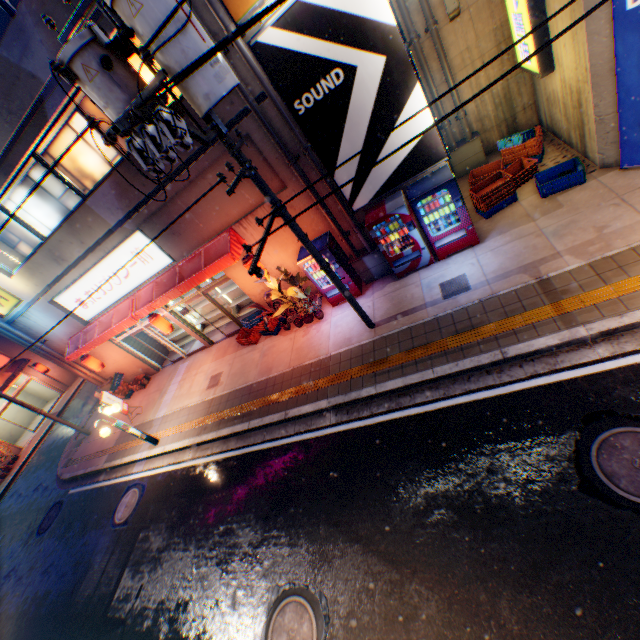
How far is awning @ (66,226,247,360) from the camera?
9.78m

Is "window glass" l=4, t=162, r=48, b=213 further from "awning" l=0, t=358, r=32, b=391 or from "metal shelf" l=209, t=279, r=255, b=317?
"awning" l=0, t=358, r=32, b=391

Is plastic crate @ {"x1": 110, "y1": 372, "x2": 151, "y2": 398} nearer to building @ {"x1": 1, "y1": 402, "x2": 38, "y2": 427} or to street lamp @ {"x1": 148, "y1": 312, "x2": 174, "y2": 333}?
street lamp @ {"x1": 148, "y1": 312, "x2": 174, "y2": 333}

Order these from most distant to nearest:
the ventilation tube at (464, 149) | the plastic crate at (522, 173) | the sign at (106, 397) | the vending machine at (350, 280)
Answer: the sign at (106, 397) < the ventilation tube at (464, 149) < the vending machine at (350, 280) < the plastic crate at (522, 173)

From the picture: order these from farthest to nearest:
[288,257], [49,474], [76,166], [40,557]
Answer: [49,474], [40,557], [288,257], [76,166]

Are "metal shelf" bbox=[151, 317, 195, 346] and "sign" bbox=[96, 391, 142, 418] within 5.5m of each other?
yes

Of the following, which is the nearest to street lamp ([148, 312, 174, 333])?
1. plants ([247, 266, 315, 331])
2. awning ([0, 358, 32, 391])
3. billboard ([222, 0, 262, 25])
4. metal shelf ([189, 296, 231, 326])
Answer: metal shelf ([189, 296, 231, 326])

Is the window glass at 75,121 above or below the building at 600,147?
above
